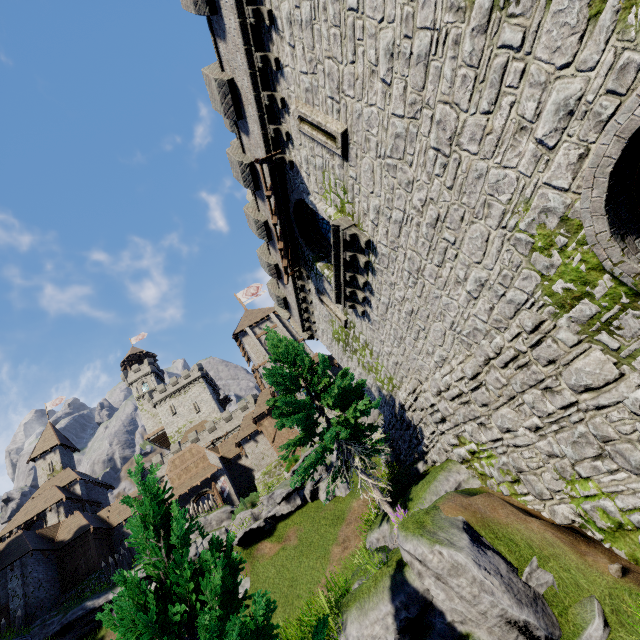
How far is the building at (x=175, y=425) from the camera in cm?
5741

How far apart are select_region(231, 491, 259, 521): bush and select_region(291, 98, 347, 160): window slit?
20.68m

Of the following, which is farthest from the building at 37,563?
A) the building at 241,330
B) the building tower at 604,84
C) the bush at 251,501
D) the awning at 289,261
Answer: the awning at 289,261

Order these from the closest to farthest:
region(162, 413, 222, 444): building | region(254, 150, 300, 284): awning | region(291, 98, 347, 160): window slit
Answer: region(291, 98, 347, 160): window slit → region(254, 150, 300, 284): awning → region(162, 413, 222, 444): building

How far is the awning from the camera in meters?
11.5 m

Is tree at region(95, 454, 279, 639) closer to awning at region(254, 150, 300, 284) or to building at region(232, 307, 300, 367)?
awning at region(254, 150, 300, 284)

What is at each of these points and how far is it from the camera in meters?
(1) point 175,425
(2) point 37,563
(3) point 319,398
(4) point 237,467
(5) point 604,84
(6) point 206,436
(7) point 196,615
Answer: (1) building, 59.1 m
(2) building, 27.0 m
(3) tree, 14.6 m
(4) building, 38.1 m
(5) building tower, 4.0 m
(6) building tower, 52.1 m
(7) tree, 4.4 m

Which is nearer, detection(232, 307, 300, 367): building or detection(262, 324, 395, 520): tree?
detection(262, 324, 395, 520): tree
